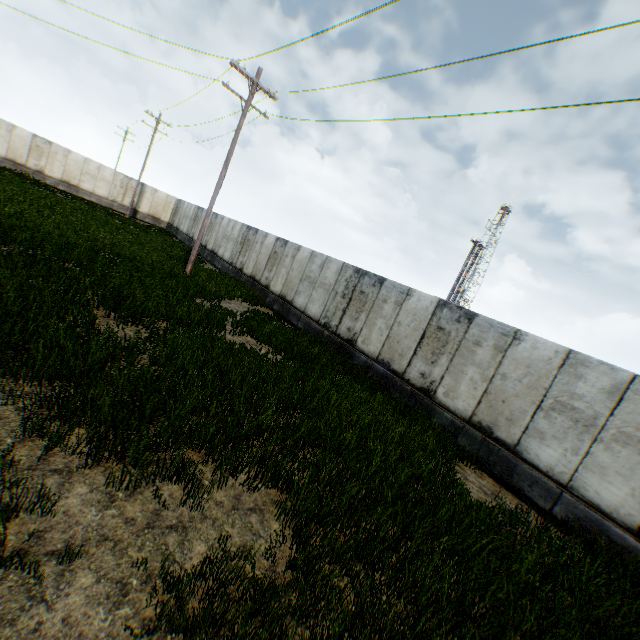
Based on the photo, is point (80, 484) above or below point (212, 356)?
below
